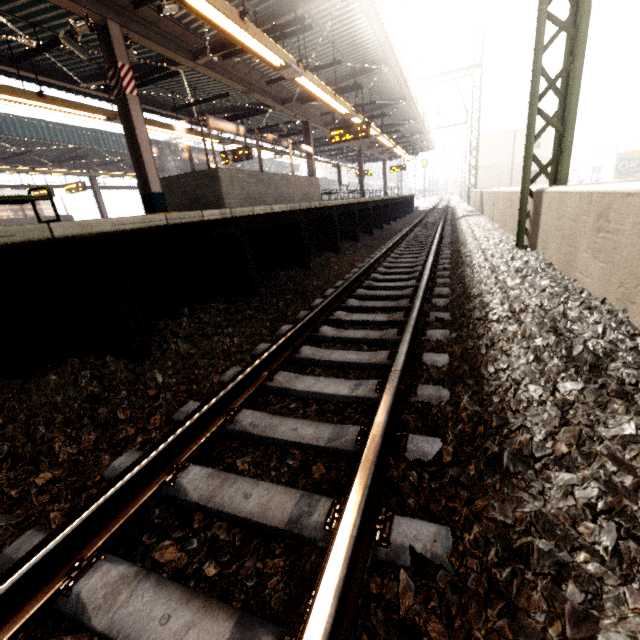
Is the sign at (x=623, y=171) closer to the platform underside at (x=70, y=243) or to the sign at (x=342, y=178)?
the platform underside at (x=70, y=243)

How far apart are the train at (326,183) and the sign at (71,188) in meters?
25.9

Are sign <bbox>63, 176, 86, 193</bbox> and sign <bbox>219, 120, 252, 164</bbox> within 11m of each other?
yes

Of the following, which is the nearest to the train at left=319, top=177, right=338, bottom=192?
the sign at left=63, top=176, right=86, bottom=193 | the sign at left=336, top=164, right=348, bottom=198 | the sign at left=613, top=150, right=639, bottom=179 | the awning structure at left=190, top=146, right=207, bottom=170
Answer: the awning structure at left=190, top=146, right=207, bottom=170

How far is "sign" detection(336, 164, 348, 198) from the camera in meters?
18.8

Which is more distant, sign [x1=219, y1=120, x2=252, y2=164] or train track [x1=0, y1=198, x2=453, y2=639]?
sign [x1=219, y1=120, x2=252, y2=164]

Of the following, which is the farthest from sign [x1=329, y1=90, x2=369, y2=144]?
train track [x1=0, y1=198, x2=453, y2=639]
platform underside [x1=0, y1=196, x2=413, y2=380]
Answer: train track [x1=0, y1=198, x2=453, y2=639]

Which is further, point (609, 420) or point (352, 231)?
point (352, 231)
